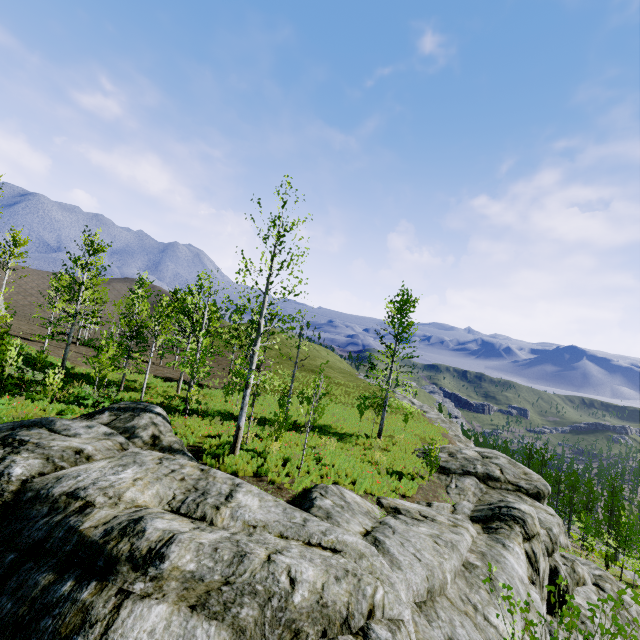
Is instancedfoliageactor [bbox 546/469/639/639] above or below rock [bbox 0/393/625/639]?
below

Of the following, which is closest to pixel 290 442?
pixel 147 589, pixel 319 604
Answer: pixel 319 604

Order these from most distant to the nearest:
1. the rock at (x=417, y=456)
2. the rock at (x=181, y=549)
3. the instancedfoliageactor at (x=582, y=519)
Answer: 1. the rock at (x=417, y=456)
2. the rock at (x=181, y=549)
3. the instancedfoliageactor at (x=582, y=519)

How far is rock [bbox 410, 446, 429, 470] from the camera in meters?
19.4

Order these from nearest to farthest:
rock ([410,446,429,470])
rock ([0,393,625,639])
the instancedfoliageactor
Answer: the instancedfoliageactor < rock ([0,393,625,639]) < rock ([410,446,429,470])

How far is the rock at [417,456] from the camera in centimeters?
1938cm

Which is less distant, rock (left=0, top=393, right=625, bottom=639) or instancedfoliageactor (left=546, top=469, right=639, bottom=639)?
instancedfoliageactor (left=546, top=469, right=639, bottom=639)
